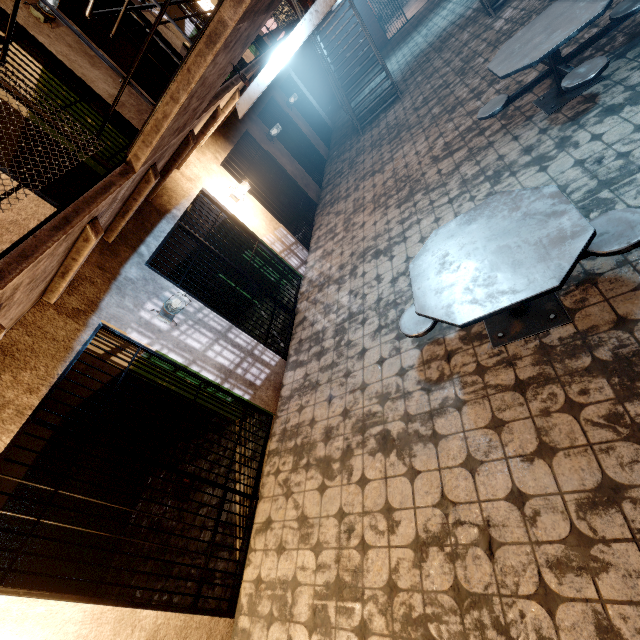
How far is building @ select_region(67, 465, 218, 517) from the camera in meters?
4.4 m

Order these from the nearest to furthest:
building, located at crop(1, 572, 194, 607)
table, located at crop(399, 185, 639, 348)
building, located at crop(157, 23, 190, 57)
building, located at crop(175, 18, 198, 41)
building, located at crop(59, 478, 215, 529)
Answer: table, located at crop(399, 185, 639, 348) → building, located at crop(1, 572, 194, 607) → building, located at crop(59, 478, 215, 529) → building, located at crop(157, 23, 190, 57) → building, located at crop(175, 18, 198, 41)

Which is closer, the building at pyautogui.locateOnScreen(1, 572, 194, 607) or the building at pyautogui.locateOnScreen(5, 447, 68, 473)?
the building at pyautogui.locateOnScreen(1, 572, 194, 607)

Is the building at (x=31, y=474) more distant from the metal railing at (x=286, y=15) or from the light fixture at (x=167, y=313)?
the metal railing at (x=286, y=15)

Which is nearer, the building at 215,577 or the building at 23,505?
the building at 215,577

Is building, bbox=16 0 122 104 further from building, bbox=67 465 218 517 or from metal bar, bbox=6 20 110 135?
building, bbox=67 465 218 517

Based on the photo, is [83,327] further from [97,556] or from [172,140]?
[97,556]

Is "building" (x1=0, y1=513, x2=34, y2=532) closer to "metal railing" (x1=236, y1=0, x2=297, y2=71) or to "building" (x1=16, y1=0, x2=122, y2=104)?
"building" (x1=16, y1=0, x2=122, y2=104)
